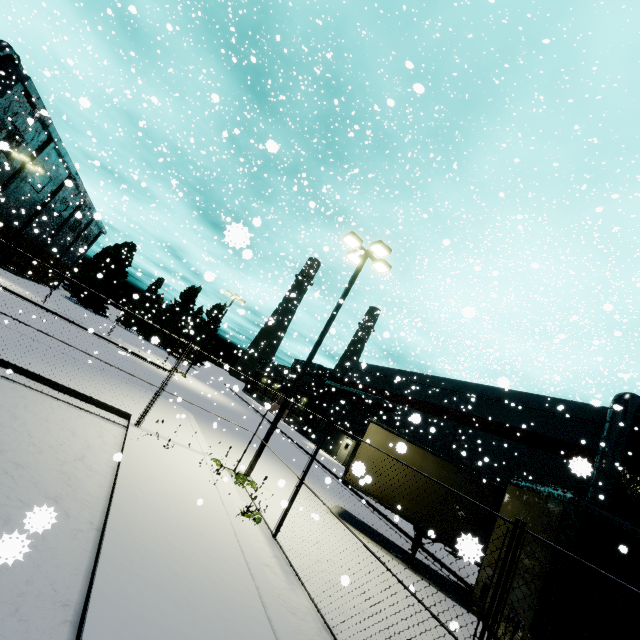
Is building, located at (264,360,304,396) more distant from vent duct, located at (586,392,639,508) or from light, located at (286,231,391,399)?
light, located at (286,231,391,399)

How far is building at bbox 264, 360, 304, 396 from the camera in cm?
4269

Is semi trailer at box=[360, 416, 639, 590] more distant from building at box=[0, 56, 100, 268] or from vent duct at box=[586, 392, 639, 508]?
building at box=[0, 56, 100, 268]

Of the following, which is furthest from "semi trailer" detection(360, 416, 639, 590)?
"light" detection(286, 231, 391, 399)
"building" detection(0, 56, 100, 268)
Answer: "light" detection(286, 231, 391, 399)

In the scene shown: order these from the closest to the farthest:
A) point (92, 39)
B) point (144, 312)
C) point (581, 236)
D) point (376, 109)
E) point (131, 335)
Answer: point (376, 109)
point (581, 236)
point (92, 39)
point (131, 335)
point (144, 312)

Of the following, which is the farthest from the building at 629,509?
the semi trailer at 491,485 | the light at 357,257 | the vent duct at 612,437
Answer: the light at 357,257

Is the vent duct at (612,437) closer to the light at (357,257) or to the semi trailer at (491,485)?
the semi trailer at (491,485)

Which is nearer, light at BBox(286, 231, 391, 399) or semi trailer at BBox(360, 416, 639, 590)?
semi trailer at BBox(360, 416, 639, 590)
